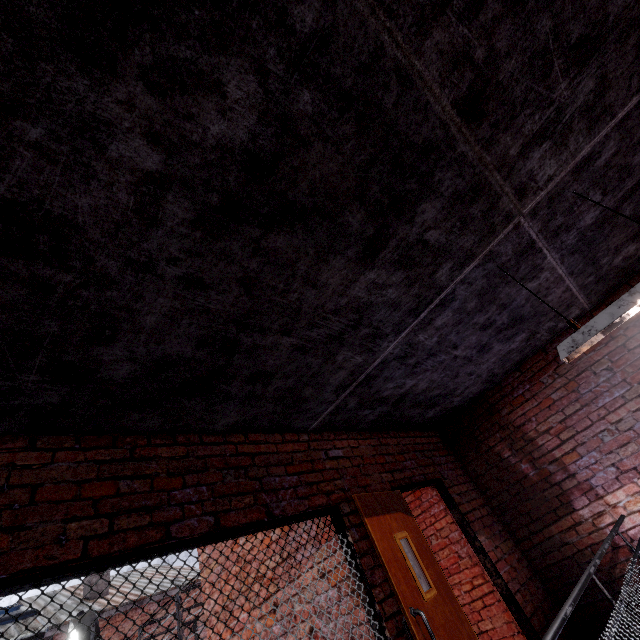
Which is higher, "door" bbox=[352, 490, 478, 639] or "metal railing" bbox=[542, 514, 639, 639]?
"door" bbox=[352, 490, 478, 639]

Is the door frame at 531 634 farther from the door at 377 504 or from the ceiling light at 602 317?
the ceiling light at 602 317

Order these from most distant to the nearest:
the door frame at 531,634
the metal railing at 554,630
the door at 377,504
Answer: the door frame at 531,634 < the door at 377,504 < the metal railing at 554,630

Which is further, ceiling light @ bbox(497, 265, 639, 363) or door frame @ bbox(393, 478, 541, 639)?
door frame @ bbox(393, 478, 541, 639)

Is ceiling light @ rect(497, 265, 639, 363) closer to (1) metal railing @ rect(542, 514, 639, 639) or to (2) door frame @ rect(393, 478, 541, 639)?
(1) metal railing @ rect(542, 514, 639, 639)

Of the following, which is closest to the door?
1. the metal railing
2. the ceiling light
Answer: the metal railing

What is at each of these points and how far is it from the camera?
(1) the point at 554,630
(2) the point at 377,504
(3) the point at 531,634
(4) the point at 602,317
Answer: (1) metal railing, 1.6 meters
(2) door, 3.2 meters
(3) door frame, 3.4 meters
(4) ceiling light, 2.1 meters

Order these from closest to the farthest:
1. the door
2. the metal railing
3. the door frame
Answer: the metal railing, the door, the door frame
